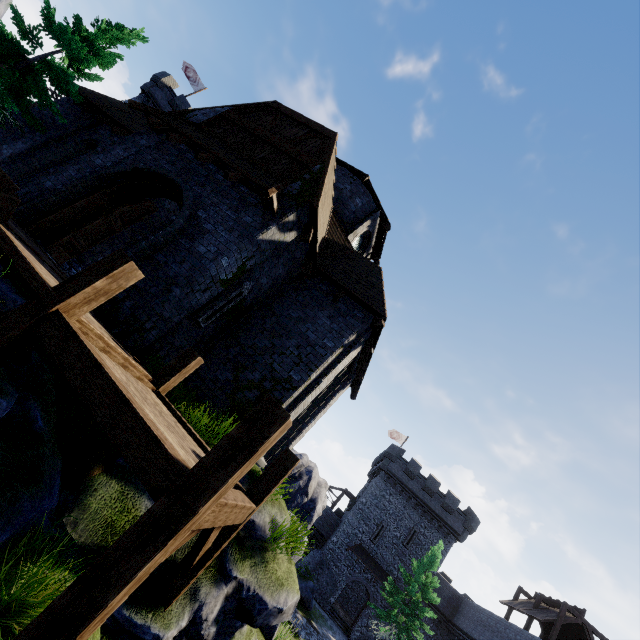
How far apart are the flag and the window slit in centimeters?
3678cm

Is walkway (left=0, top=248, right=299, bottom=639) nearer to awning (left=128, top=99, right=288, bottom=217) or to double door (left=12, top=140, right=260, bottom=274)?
double door (left=12, top=140, right=260, bottom=274)

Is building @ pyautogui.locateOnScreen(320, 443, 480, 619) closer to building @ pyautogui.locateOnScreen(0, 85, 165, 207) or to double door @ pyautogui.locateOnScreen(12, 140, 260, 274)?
building @ pyautogui.locateOnScreen(0, 85, 165, 207)

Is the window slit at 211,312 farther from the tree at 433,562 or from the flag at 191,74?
the flag at 191,74

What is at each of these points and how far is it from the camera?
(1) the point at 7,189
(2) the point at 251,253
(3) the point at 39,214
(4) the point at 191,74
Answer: (1) stairs, 5.2m
(2) building, 8.4m
(3) double door, 8.5m
(4) flag, 35.4m

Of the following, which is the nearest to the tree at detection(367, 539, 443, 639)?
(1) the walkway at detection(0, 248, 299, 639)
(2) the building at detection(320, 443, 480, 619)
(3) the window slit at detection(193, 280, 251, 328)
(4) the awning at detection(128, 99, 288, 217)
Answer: (2) the building at detection(320, 443, 480, 619)

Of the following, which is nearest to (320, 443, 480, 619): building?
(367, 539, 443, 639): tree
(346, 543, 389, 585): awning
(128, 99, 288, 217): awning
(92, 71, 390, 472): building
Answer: (346, 543, 389, 585): awning

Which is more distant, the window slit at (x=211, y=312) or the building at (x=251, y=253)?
the window slit at (x=211, y=312)
